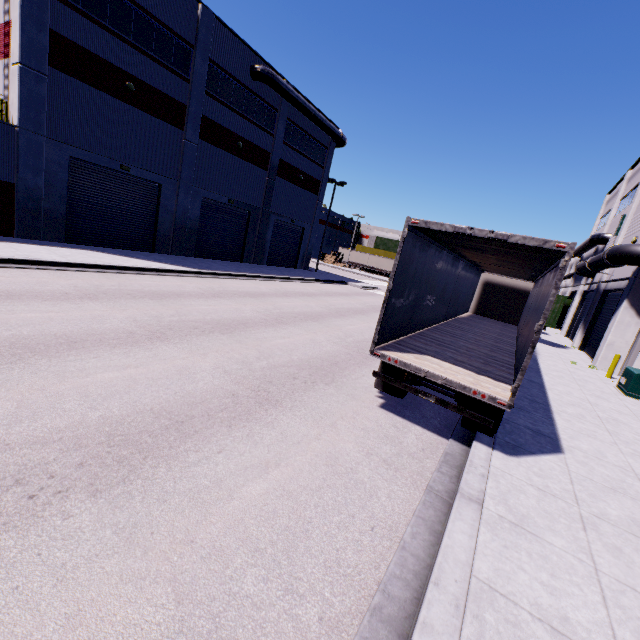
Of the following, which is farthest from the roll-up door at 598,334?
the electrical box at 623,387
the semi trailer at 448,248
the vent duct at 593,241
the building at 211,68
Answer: the electrical box at 623,387

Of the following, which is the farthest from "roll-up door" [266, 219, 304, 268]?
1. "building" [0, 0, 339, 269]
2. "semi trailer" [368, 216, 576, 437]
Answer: "semi trailer" [368, 216, 576, 437]

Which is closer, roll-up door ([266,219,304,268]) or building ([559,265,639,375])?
building ([559,265,639,375])

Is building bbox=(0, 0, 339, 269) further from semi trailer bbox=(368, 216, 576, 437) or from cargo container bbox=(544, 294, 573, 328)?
cargo container bbox=(544, 294, 573, 328)

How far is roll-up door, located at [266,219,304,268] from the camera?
31.0 meters

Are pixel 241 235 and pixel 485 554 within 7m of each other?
no

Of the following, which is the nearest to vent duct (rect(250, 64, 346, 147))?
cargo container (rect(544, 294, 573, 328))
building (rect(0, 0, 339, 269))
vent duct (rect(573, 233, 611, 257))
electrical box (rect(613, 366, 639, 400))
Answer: building (rect(0, 0, 339, 269))

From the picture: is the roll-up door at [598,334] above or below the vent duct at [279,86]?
below
